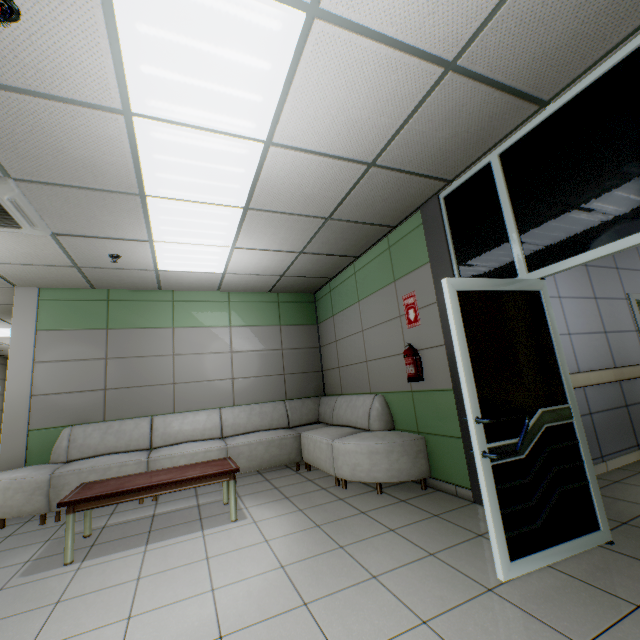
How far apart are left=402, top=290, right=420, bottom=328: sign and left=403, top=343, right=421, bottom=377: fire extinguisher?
0.3m

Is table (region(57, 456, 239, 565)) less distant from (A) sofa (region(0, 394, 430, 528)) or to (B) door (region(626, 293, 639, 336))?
(A) sofa (region(0, 394, 430, 528))

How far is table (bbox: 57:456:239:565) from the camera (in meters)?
2.88

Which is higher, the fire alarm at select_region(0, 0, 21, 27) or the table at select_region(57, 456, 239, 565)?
the fire alarm at select_region(0, 0, 21, 27)

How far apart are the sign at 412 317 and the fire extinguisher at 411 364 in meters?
0.3

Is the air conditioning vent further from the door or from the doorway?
the door

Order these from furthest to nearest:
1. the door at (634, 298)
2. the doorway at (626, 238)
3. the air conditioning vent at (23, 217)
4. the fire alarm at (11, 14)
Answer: the door at (634, 298)
the air conditioning vent at (23, 217)
the doorway at (626, 238)
the fire alarm at (11, 14)

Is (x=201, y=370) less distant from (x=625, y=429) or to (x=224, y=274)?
(x=224, y=274)
